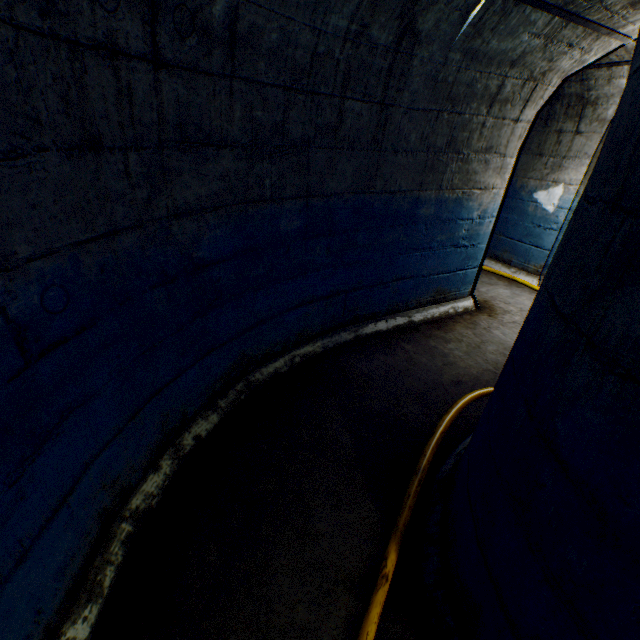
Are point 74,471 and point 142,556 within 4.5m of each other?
yes

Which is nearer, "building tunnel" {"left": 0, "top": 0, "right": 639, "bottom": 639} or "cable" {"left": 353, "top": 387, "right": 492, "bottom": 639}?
"building tunnel" {"left": 0, "top": 0, "right": 639, "bottom": 639}

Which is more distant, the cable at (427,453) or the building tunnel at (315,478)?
the cable at (427,453)
